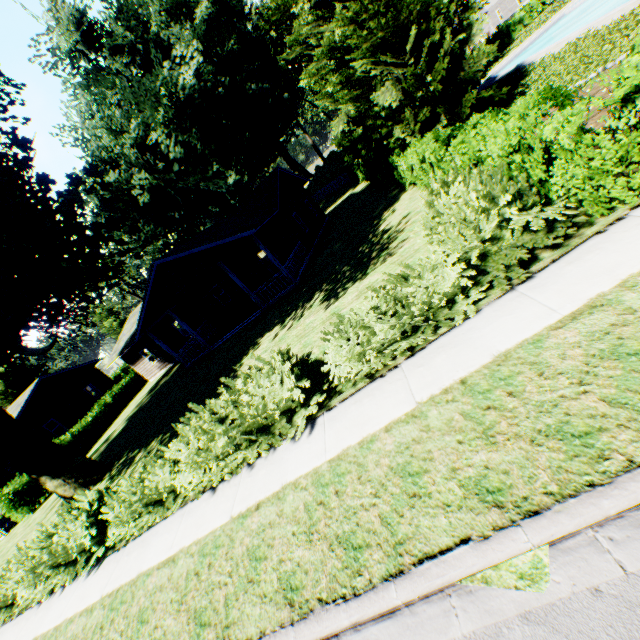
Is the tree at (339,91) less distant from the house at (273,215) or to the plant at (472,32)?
the plant at (472,32)

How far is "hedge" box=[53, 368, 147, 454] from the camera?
24.6m

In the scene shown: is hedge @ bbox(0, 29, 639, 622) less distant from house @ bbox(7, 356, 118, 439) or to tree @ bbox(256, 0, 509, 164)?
tree @ bbox(256, 0, 509, 164)

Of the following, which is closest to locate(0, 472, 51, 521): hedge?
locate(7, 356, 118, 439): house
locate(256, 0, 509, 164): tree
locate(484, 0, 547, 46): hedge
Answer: locate(256, 0, 509, 164): tree

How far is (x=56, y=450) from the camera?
14.42m

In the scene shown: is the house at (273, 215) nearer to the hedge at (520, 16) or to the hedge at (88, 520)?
the hedge at (88, 520)

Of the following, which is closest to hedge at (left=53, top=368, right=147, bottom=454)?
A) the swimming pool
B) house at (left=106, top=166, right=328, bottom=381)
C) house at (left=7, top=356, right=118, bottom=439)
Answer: house at (left=7, top=356, right=118, bottom=439)

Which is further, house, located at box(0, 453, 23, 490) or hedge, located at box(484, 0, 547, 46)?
hedge, located at box(484, 0, 547, 46)
